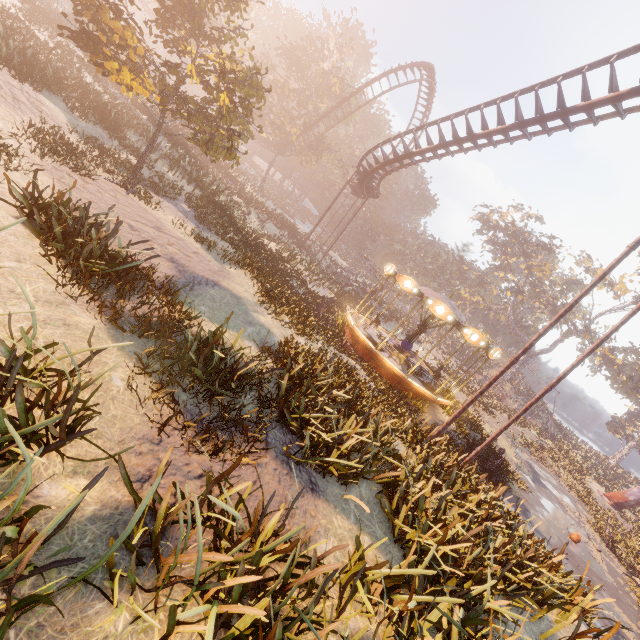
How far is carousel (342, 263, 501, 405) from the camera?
14.9 meters

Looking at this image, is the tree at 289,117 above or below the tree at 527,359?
above

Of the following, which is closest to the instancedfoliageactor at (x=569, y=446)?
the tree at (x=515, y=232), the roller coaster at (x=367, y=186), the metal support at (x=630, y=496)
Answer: the metal support at (x=630, y=496)

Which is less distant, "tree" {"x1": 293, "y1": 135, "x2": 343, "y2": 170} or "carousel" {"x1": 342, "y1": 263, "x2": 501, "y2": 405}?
"carousel" {"x1": 342, "y1": 263, "x2": 501, "y2": 405}

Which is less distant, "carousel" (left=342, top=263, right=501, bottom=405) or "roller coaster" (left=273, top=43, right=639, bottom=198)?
"roller coaster" (left=273, top=43, right=639, bottom=198)

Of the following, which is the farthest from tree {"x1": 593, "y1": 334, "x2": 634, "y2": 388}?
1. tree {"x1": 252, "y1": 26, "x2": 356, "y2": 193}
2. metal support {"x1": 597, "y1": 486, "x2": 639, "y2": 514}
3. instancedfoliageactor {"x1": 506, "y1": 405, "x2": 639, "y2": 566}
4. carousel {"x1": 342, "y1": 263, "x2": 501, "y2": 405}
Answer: carousel {"x1": 342, "y1": 263, "x2": 501, "y2": 405}

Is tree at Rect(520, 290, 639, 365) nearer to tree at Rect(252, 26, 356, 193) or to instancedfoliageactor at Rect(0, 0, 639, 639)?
tree at Rect(252, 26, 356, 193)

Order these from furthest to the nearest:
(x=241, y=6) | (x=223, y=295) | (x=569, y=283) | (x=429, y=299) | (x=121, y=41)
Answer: (x=569, y=283) < (x=429, y=299) < (x=241, y=6) < (x=223, y=295) < (x=121, y=41)
